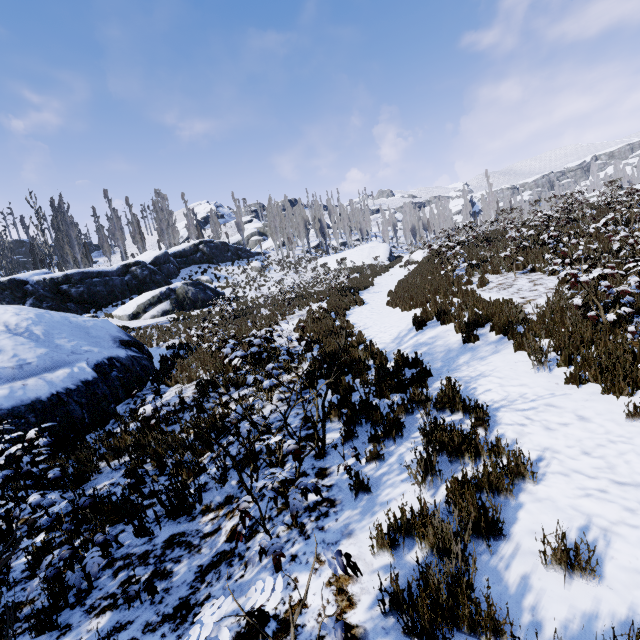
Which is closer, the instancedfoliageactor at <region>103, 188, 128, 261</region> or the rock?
the instancedfoliageactor at <region>103, 188, 128, 261</region>

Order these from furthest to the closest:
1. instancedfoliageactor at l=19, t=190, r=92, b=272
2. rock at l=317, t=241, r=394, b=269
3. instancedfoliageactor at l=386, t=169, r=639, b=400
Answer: rock at l=317, t=241, r=394, b=269, instancedfoliageactor at l=19, t=190, r=92, b=272, instancedfoliageactor at l=386, t=169, r=639, b=400

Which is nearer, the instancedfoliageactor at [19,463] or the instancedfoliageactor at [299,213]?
the instancedfoliageactor at [19,463]

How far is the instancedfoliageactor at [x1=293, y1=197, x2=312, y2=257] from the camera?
51.62m

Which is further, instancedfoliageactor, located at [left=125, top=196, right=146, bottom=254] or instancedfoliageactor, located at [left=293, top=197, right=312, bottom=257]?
instancedfoliageactor, located at [left=293, top=197, right=312, bottom=257]

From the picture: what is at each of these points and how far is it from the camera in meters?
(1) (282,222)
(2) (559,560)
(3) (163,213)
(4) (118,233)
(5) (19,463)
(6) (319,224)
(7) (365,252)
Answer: (1) instancedfoliageactor, 51.1
(2) instancedfoliageactor, 2.3
(3) instancedfoliageactor, 45.3
(4) instancedfoliageactor, 39.2
(5) instancedfoliageactor, 4.2
(6) instancedfoliageactor, 57.8
(7) rock, 42.7

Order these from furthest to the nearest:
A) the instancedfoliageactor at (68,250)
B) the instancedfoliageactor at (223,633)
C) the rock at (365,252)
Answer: the rock at (365,252), the instancedfoliageactor at (68,250), the instancedfoliageactor at (223,633)
